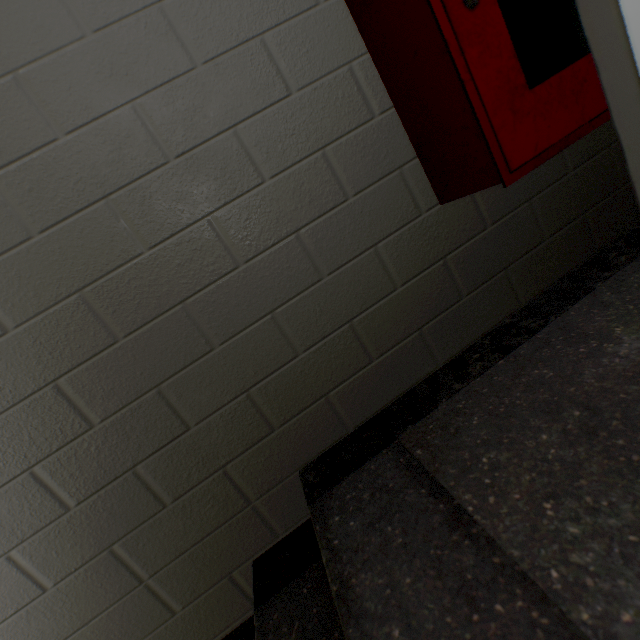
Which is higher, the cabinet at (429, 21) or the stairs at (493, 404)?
the cabinet at (429, 21)

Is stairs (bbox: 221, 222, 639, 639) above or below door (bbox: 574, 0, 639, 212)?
below

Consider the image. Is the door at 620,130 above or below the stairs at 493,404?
above

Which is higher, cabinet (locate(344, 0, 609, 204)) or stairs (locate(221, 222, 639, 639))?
cabinet (locate(344, 0, 609, 204))

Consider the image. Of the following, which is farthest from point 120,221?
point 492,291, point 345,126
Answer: point 492,291
